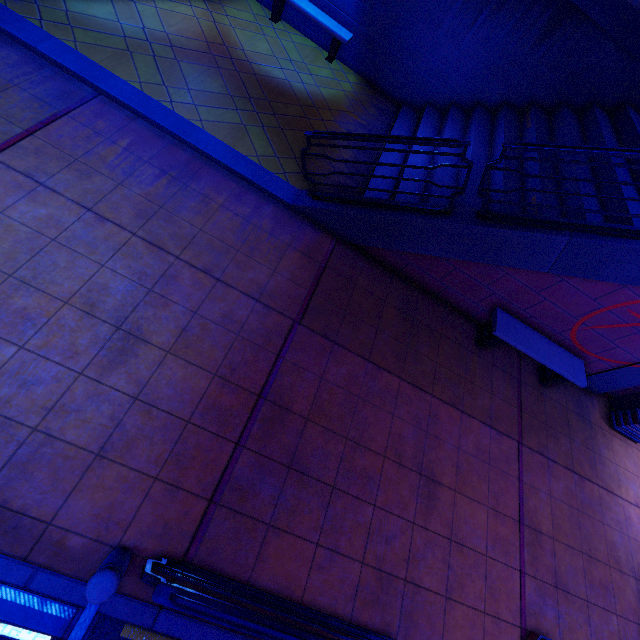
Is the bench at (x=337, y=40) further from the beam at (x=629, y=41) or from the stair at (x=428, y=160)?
the beam at (x=629, y=41)

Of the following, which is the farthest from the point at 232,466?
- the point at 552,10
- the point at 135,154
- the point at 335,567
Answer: the point at 552,10

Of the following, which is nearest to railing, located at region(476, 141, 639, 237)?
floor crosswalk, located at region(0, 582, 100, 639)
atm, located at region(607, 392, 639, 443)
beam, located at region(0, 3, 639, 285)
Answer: beam, located at region(0, 3, 639, 285)

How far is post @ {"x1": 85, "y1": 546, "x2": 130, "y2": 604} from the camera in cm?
244

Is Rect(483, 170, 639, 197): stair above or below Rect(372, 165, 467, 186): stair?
above

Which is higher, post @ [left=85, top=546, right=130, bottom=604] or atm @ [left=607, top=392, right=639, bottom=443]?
post @ [left=85, top=546, right=130, bottom=604]

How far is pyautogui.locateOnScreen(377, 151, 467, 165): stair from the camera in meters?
7.8 m

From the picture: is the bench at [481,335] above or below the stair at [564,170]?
below
